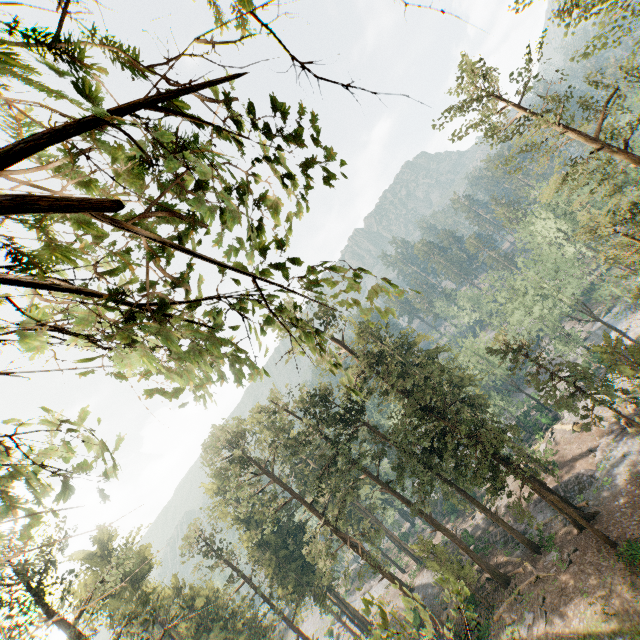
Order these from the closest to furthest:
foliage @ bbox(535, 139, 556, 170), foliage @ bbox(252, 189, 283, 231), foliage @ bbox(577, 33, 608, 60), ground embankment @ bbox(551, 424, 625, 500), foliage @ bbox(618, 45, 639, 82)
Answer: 1. foliage @ bbox(252, 189, 283, 231)
2. foliage @ bbox(577, 33, 608, 60)
3. foliage @ bbox(618, 45, 639, 82)
4. foliage @ bbox(535, 139, 556, 170)
5. ground embankment @ bbox(551, 424, 625, 500)

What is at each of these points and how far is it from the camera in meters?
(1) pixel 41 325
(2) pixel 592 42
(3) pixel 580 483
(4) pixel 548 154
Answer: (1) foliage, 2.3 m
(2) foliage, 18.7 m
(3) ground embankment, 33.6 m
(4) foliage, 27.9 m

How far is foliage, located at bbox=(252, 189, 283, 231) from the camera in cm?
252

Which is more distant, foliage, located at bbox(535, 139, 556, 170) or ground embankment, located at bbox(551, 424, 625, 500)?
ground embankment, located at bbox(551, 424, 625, 500)

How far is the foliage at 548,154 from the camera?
21.8 meters

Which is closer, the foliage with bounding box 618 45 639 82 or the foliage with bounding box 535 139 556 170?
the foliage with bounding box 618 45 639 82

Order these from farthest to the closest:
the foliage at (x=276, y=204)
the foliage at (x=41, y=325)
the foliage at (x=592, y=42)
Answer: the foliage at (x=592, y=42), the foliage at (x=276, y=204), the foliage at (x=41, y=325)
